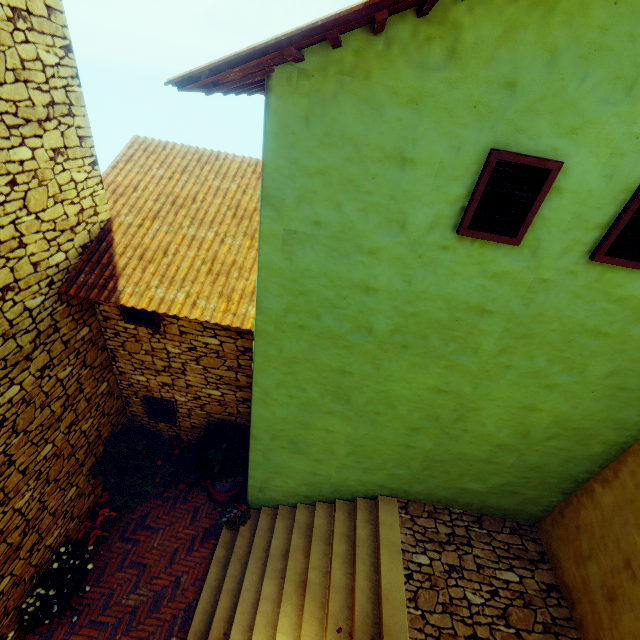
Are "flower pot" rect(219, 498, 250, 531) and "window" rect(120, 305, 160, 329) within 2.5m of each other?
no

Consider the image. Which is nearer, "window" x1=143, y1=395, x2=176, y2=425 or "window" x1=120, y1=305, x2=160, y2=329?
"window" x1=120, y1=305, x2=160, y2=329

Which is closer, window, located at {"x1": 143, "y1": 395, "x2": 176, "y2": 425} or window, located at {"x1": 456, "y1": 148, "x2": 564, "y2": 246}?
window, located at {"x1": 456, "y1": 148, "x2": 564, "y2": 246}

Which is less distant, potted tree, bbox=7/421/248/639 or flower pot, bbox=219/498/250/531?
potted tree, bbox=7/421/248/639

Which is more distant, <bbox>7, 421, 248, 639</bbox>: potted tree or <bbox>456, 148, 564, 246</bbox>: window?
<bbox>7, 421, 248, 639</bbox>: potted tree

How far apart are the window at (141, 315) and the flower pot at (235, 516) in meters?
3.9 m

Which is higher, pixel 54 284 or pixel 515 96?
pixel 515 96

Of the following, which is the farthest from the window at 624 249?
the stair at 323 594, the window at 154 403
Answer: the window at 154 403
